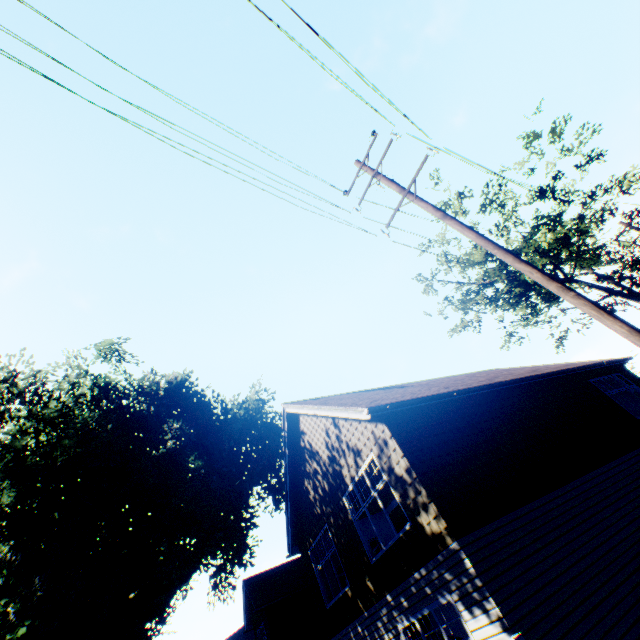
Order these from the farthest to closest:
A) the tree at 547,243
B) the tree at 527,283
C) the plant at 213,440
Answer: the tree at 527,283 < the tree at 547,243 < the plant at 213,440

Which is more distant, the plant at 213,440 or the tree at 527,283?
the tree at 527,283

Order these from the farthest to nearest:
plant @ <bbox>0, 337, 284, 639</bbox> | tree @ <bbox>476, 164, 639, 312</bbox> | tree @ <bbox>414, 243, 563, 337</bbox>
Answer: tree @ <bbox>414, 243, 563, 337</bbox>
tree @ <bbox>476, 164, 639, 312</bbox>
plant @ <bbox>0, 337, 284, 639</bbox>

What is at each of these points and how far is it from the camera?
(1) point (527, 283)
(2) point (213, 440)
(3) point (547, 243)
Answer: (1) tree, 24.2m
(2) plant, 30.2m
(3) tree, 21.0m

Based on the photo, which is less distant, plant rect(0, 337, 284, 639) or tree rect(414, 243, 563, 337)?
plant rect(0, 337, 284, 639)

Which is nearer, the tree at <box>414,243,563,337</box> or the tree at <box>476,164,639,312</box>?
the tree at <box>476,164,639,312</box>

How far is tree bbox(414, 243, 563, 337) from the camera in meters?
24.4
